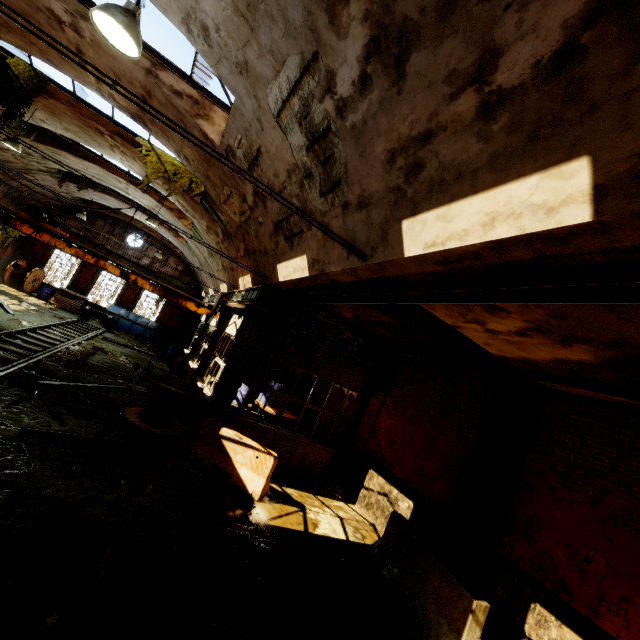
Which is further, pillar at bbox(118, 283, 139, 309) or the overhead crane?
pillar at bbox(118, 283, 139, 309)

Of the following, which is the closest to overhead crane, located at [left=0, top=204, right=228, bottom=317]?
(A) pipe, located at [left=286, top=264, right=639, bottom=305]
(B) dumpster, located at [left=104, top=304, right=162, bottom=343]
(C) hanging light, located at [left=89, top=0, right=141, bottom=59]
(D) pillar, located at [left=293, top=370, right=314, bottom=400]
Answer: (B) dumpster, located at [left=104, top=304, right=162, bottom=343]

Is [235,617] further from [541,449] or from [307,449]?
[307,449]

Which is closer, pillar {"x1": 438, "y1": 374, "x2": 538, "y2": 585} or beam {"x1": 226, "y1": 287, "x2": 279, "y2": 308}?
pillar {"x1": 438, "y1": 374, "x2": 538, "y2": 585}

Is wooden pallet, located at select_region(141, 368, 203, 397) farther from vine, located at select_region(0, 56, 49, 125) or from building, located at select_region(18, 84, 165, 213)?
vine, located at select_region(0, 56, 49, 125)

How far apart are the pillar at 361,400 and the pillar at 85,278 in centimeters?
2268cm

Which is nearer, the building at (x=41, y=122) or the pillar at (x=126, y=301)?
the building at (x=41, y=122)

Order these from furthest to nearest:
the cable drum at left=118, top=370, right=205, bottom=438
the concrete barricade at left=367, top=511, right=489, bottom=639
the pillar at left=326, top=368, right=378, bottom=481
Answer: the pillar at left=326, top=368, right=378, bottom=481 → the cable drum at left=118, top=370, right=205, bottom=438 → the concrete barricade at left=367, top=511, right=489, bottom=639
